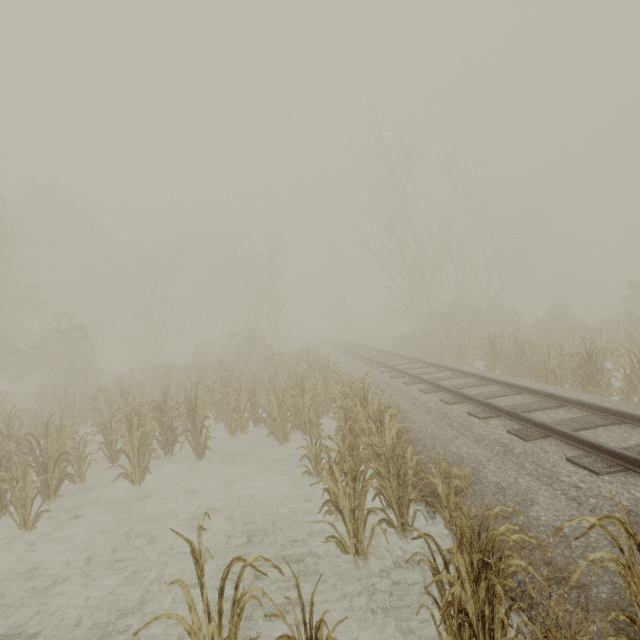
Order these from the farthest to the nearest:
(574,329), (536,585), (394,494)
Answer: (574,329)
(394,494)
(536,585)

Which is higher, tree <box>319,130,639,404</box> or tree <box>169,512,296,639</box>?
tree <box>319,130,639,404</box>

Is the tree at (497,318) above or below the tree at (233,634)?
above

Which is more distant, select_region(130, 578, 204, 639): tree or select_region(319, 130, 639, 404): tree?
select_region(319, 130, 639, 404): tree

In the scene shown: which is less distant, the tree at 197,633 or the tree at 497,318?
the tree at 197,633

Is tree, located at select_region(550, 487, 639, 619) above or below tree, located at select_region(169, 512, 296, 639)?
above
